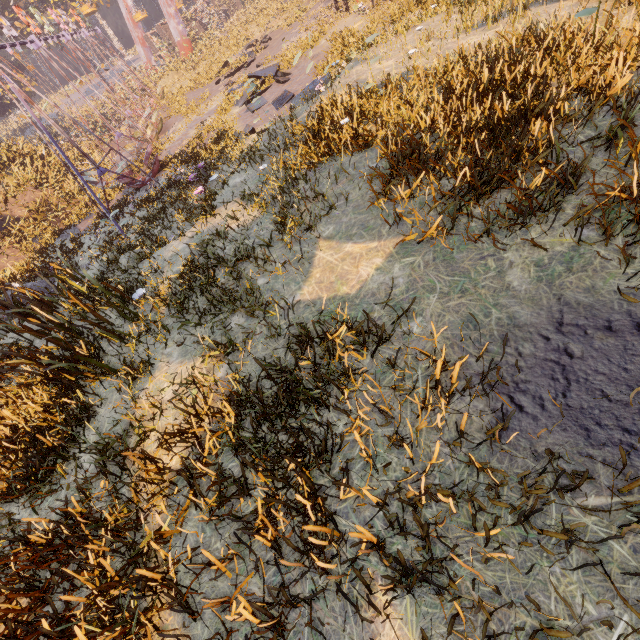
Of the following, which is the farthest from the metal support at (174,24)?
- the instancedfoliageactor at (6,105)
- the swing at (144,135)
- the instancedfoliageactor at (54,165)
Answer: the instancedfoliageactor at (54,165)

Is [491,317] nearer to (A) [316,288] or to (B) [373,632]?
(A) [316,288]

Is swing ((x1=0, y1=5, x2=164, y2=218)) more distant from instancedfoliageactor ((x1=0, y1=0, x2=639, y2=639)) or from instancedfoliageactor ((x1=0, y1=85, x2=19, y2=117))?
instancedfoliageactor ((x1=0, y1=0, x2=639, y2=639))

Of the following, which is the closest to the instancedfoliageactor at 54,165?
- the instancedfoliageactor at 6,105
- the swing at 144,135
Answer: the swing at 144,135

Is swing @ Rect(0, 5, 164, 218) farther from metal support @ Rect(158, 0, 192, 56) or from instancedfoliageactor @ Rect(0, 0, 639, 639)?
instancedfoliageactor @ Rect(0, 0, 639, 639)

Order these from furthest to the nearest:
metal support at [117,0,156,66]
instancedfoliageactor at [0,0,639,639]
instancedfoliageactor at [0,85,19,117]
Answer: instancedfoliageactor at [0,85,19,117], metal support at [117,0,156,66], instancedfoliageactor at [0,0,639,639]

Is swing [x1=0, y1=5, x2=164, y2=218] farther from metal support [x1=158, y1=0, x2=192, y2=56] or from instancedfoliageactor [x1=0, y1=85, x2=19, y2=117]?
metal support [x1=158, y1=0, x2=192, y2=56]
